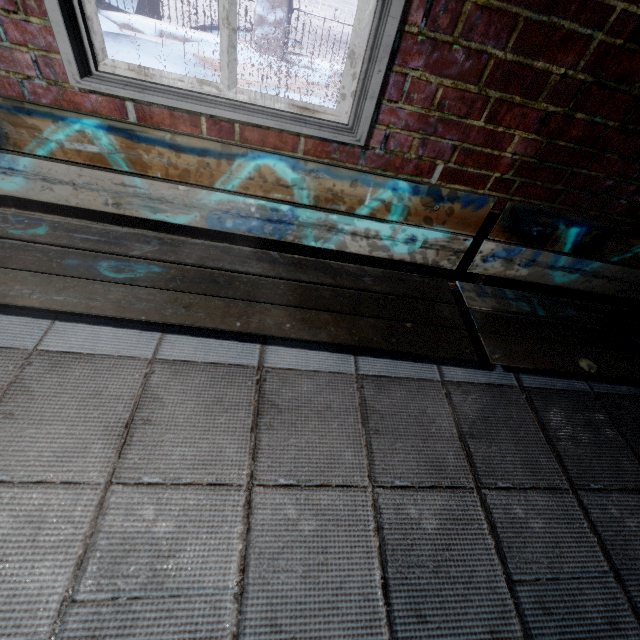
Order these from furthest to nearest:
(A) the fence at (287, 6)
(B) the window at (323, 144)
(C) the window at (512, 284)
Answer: (A) the fence at (287, 6) < (C) the window at (512, 284) < (B) the window at (323, 144)

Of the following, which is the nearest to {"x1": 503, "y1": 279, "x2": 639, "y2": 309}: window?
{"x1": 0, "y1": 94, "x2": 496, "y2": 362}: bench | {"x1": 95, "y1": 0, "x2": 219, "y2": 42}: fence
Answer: {"x1": 0, "y1": 94, "x2": 496, "y2": 362}: bench

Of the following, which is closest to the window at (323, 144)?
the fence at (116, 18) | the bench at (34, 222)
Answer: the bench at (34, 222)

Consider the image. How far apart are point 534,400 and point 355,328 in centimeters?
85cm

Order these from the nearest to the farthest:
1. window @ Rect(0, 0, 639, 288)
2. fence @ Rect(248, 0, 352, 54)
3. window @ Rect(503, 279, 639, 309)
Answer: window @ Rect(0, 0, 639, 288) < window @ Rect(503, 279, 639, 309) < fence @ Rect(248, 0, 352, 54)

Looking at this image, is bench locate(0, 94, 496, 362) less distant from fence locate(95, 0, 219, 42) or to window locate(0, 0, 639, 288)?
window locate(0, 0, 639, 288)
